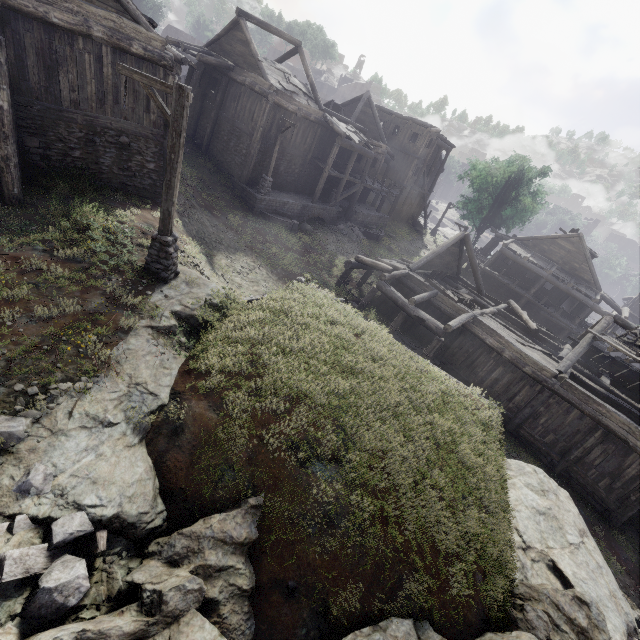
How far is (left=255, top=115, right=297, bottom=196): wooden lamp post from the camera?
19.18m

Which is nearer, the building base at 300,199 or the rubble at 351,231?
the building base at 300,199

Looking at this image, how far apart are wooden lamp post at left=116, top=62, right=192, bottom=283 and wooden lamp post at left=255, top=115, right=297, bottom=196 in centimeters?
1301cm

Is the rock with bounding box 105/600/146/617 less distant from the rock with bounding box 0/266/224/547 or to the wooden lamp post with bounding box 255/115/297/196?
the rock with bounding box 0/266/224/547

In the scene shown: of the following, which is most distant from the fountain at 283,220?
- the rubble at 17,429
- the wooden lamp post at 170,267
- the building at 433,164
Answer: the rubble at 17,429

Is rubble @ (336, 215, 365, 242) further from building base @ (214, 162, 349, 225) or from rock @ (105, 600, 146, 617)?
rock @ (105, 600, 146, 617)

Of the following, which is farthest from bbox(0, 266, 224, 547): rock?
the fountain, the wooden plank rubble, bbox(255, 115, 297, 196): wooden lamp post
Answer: the wooden plank rubble

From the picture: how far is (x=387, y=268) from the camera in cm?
1775
